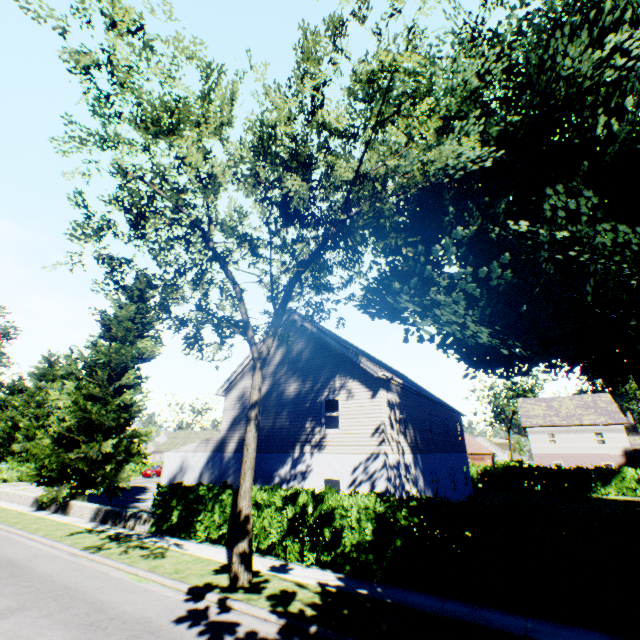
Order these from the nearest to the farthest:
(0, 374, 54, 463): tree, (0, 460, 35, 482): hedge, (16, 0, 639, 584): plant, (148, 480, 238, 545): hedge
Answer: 1. (16, 0, 639, 584): plant
2. (148, 480, 238, 545): hedge
3. (0, 460, 35, 482): hedge
4. (0, 374, 54, 463): tree

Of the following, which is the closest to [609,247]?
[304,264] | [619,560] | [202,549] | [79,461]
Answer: [619,560]

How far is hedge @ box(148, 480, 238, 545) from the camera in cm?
1305

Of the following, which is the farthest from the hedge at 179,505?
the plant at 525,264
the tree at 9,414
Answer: the plant at 525,264

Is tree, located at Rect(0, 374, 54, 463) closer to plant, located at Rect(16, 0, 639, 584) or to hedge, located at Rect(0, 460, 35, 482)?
hedge, located at Rect(0, 460, 35, 482)

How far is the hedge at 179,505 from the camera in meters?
13.0
